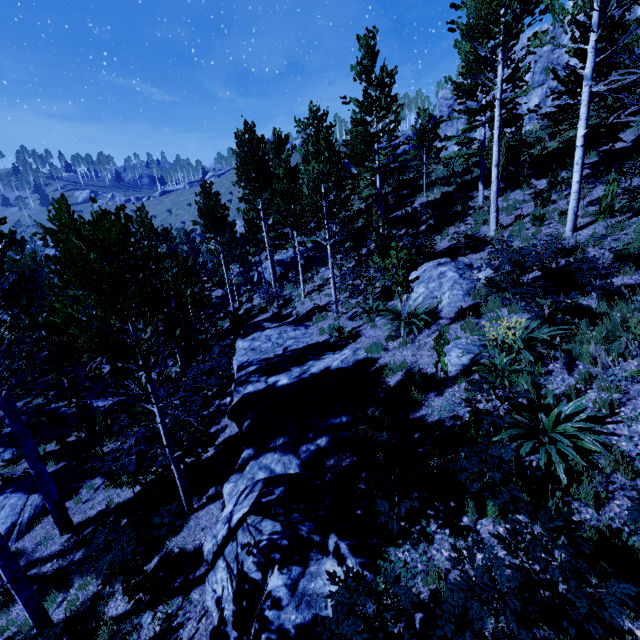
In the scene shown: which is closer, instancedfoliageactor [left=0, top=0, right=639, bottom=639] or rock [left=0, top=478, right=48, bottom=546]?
instancedfoliageactor [left=0, top=0, right=639, bottom=639]

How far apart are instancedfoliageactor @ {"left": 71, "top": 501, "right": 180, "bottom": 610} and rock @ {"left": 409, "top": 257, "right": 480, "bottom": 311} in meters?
8.9 m

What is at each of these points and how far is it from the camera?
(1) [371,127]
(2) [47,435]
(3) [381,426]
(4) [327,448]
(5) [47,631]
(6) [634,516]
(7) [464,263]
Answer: (1) instancedfoliageactor, 18.69m
(2) rock, 17.45m
(3) instancedfoliageactor, 6.34m
(4) rock, 6.90m
(5) instancedfoliageactor, 5.51m
(6) instancedfoliageactor, 3.21m
(7) rock, 10.91m

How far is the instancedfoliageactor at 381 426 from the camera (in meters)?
6.26

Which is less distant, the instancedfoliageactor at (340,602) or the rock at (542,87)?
the instancedfoliageactor at (340,602)

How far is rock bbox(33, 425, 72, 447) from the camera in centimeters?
1697cm

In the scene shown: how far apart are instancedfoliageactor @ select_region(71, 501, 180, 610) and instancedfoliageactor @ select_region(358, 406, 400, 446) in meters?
4.5

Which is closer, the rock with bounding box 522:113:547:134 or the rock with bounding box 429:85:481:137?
the rock with bounding box 522:113:547:134
